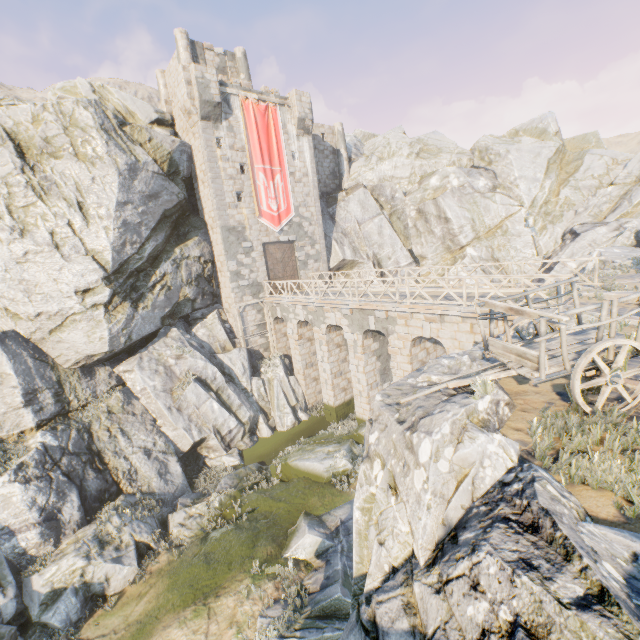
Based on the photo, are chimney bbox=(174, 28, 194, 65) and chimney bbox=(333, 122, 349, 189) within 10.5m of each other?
no

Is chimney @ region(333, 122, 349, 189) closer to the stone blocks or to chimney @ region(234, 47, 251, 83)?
chimney @ region(234, 47, 251, 83)

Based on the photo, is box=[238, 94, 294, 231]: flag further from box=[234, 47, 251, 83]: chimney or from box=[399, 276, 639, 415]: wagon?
box=[399, 276, 639, 415]: wagon

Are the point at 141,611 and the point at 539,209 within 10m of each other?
no

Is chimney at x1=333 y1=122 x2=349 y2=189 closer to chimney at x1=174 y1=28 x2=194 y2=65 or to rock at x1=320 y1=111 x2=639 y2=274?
rock at x1=320 y1=111 x2=639 y2=274

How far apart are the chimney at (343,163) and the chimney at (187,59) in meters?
11.9

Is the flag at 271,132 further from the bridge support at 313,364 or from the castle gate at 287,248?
the bridge support at 313,364

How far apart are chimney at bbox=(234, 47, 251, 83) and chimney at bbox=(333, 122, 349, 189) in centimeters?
734cm
